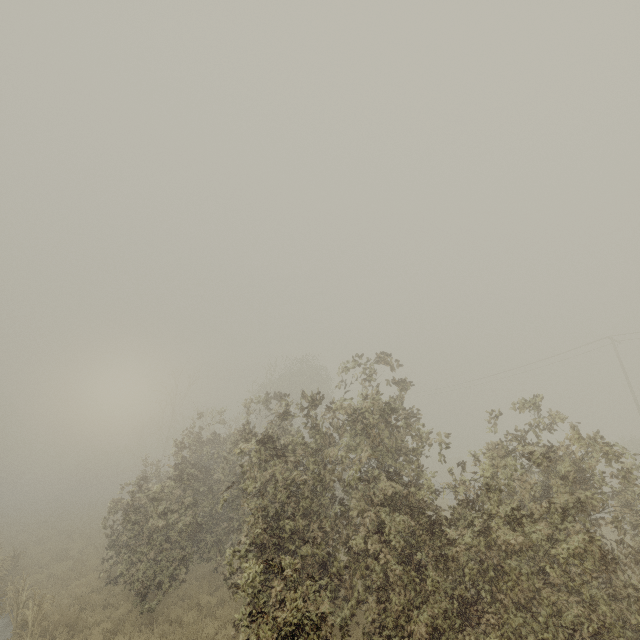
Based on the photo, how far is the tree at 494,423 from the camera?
8.7 meters

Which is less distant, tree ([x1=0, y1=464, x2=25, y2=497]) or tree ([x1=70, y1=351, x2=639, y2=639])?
tree ([x1=70, y1=351, x2=639, y2=639])

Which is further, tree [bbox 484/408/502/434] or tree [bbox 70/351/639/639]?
tree [bbox 484/408/502/434]

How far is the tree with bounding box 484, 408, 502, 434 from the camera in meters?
8.7 m

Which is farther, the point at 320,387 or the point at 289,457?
the point at 320,387

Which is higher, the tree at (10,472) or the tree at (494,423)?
the tree at (494,423)

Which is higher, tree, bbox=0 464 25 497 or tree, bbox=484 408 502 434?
tree, bbox=484 408 502 434
